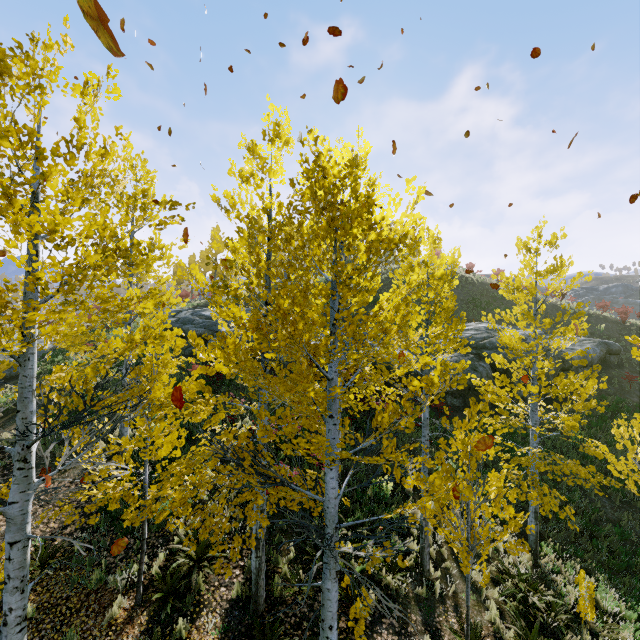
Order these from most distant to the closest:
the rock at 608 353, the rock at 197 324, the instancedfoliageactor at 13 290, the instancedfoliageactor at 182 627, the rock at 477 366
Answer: the rock at 197 324, the rock at 608 353, the rock at 477 366, the instancedfoliageactor at 182 627, the instancedfoliageactor at 13 290

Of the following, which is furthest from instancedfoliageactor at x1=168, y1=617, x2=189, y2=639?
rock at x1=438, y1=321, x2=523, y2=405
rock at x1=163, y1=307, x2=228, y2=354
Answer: rock at x1=163, y1=307, x2=228, y2=354

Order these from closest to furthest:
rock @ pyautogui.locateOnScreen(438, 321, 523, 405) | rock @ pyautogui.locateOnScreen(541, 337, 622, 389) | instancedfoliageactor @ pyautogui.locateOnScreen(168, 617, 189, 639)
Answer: instancedfoliageactor @ pyautogui.locateOnScreen(168, 617, 189, 639), rock @ pyautogui.locateOnScreen(438, 321, 523, 405), rock @ pyautogui.locateOnScreen(541, 337, 622, 389)

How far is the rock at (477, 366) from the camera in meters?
17.2 m

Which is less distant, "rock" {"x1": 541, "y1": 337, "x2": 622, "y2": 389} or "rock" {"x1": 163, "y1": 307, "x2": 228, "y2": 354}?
"rock" {"x1": 541, "y1": 337, "x2": 622, "y2": 389}

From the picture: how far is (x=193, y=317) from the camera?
23.4m

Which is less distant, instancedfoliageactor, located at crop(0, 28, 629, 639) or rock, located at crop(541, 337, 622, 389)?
instancedfoliageactor, located at crop(0, 28, 629, 639)
